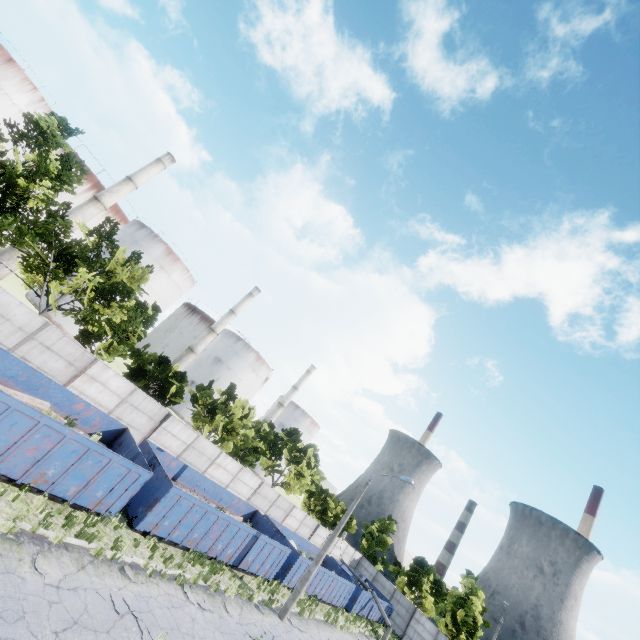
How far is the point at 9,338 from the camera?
14.84m

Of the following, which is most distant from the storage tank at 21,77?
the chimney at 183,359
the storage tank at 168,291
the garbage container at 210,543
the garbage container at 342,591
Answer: the garbage container at 342,591

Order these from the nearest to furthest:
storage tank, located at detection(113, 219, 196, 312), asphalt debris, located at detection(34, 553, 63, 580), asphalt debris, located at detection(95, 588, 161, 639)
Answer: asphalt debris, located at detection(34, 553, 63, 580)
asphalt debris, located at detection(95, 588, 161, 639)
storage tank, located at detection(113, 219, 196, 312)

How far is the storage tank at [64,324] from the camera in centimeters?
3994cm

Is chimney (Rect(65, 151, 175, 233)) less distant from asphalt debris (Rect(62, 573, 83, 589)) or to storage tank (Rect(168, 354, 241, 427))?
storage tank (Rect(168, 354, 241, 427))

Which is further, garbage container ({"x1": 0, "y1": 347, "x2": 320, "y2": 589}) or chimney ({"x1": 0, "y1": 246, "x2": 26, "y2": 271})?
chimney ({"x1": 0, "y1": 246, "x2": 26, "y2": 271})

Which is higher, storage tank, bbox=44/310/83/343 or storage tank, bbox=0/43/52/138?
storage tank, bbox=0/43/52/138

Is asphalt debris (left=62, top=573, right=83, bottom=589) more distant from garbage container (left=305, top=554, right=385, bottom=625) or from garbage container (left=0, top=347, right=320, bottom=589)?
garbage container (left=305, top=554, right=385, bottom=625)
